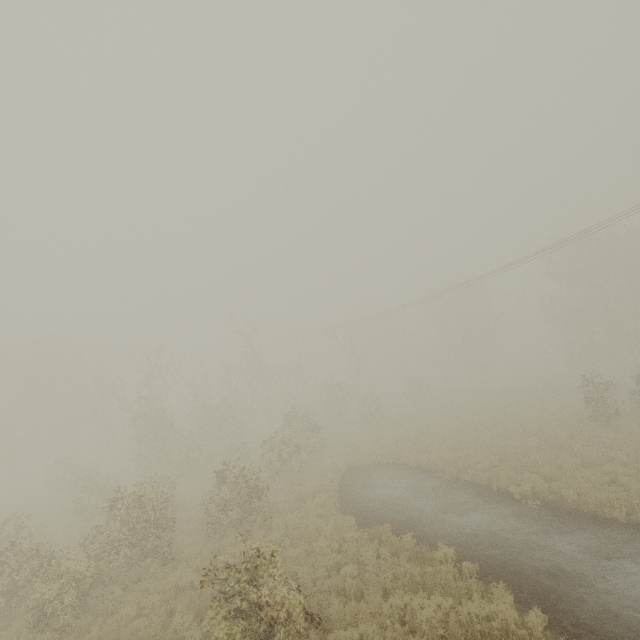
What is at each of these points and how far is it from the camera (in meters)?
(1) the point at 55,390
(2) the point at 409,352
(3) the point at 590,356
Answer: (1) tree, 34.38
(2) tree, 59.25
(3) tree, 34.97

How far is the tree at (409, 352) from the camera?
37.8m

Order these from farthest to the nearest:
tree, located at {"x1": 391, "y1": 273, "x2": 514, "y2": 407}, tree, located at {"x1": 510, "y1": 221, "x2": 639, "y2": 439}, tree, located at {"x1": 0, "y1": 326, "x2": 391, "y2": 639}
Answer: tree, located at {"x1": 391, "y1": 273, "x2": 514, "y2": 407} < tree, located at {"x1": 510, "y1": 221, "x2": 639, "y2": 439} < tree, located at {"x1": 0, "y1": 326, "x2": 391, "y2": 639}

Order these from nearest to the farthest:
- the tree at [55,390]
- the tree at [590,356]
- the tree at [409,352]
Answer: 1. the tree at [55,390]
2. the tree at [590,356]
3. the tree at [409,352]

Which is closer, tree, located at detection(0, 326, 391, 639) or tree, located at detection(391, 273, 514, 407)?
tree, located at detection(0, 326, 391, 639)

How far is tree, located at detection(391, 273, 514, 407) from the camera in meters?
37.8

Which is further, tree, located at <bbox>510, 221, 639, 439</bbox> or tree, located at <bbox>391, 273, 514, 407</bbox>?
tree, located at <bbox>391, 273, 514, 407</bbox>
